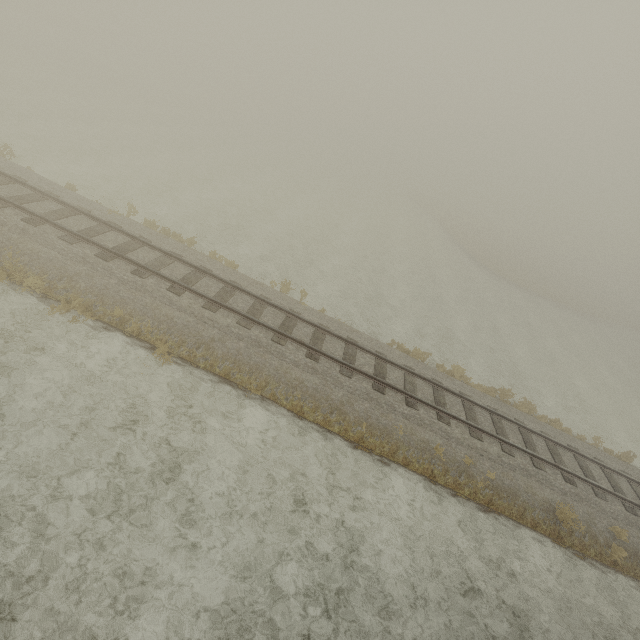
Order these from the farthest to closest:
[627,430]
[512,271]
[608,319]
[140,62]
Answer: [140,62] < [608,319] < [512,271] < [627,430]
